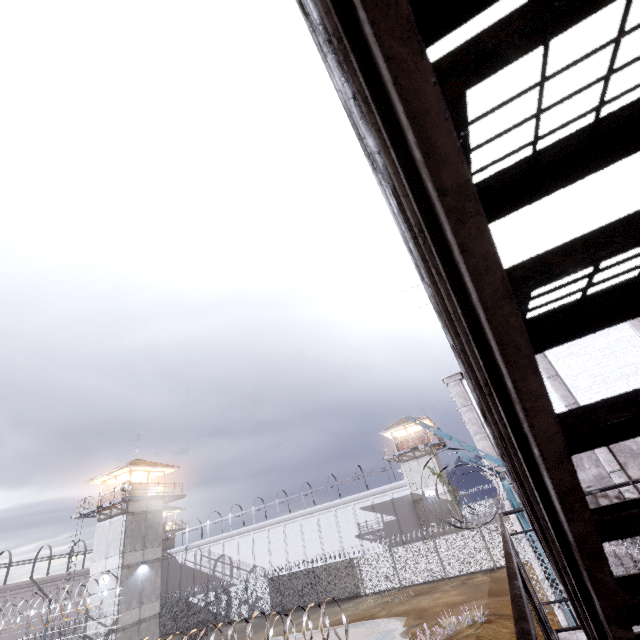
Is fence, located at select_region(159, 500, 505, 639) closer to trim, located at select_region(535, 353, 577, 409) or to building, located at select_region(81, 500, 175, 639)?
trim, located at select_region(535, 353, 577, 409)

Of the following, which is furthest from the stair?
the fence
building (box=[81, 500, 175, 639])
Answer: building (box=[81, 500, 175, 639])

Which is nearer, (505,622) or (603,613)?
(603,613)

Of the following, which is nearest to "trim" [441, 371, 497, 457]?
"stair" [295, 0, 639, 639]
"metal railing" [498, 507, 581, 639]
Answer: "metal railing" [498, 507, 581, 639]

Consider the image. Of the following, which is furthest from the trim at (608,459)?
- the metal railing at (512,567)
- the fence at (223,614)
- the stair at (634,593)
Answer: the stair at (634,593)

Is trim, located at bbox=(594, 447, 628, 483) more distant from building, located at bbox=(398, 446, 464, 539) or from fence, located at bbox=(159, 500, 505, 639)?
building, located at bbox=(398, 446, 464, 539)

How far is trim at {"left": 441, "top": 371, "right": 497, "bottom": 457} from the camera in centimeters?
1088cm

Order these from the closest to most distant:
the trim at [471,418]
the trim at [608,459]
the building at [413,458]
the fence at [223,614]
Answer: the trim at [608,459] < the trim at [471,418] < the fence at [223,614] < the building at [413,458]
